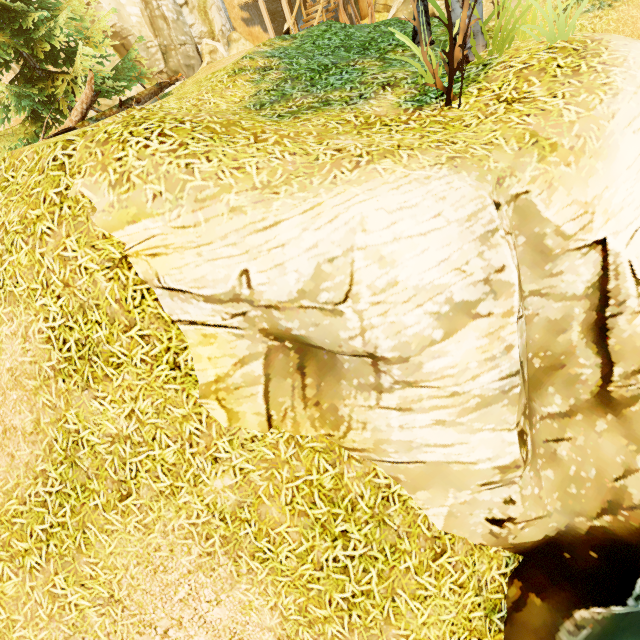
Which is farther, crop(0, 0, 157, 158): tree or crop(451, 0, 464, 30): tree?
crop(0, 0, 157, 158): tree

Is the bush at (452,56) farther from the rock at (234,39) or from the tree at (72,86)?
the rock at (234,39)

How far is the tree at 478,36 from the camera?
4.67m

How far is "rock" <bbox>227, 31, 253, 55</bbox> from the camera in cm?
1812

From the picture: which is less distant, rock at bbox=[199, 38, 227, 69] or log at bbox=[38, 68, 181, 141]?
log at bbox=[38, 68, 181, 141]

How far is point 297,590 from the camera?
3.71m

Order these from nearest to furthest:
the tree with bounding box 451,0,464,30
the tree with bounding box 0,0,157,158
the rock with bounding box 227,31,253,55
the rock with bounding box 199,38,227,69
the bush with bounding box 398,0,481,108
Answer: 1. the bush with bounding box 398,0,481,108
2. the tree with bounding box 451,0,464,30
3. the tree with bounding box 0,0,157,158
4. the rock with bounding box 199,38,227,69
5. the rock with bounding box 227,31,253,55

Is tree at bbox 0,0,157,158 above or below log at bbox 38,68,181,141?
above
